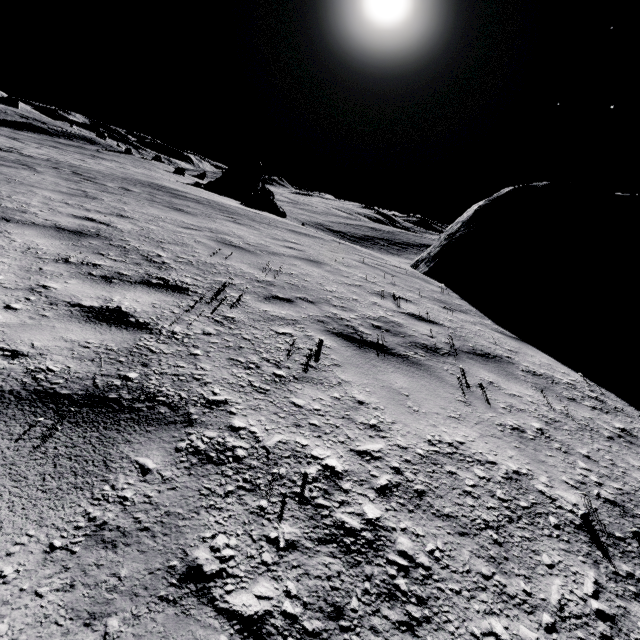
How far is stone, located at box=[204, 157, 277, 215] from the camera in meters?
31.7 m

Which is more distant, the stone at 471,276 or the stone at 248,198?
the stone at 248,198

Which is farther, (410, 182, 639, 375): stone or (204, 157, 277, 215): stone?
(204, 157, 277, 215): stone

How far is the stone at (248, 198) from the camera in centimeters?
3169cm

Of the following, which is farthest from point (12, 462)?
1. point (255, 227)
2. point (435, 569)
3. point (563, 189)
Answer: point (563, 189)
